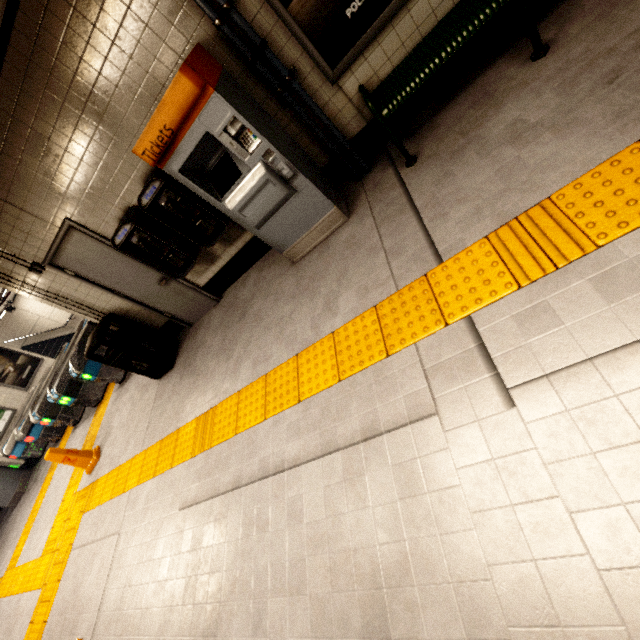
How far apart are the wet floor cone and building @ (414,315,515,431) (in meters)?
6.53

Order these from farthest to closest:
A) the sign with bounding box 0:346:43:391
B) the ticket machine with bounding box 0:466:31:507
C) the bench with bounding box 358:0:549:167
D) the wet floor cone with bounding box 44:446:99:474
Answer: the sign with bounding box 0:346:43:391 < the ticket machine with bounding box 0:466:31:507 < the wet floor cone with bounding box 44:446:99:474 < the bench with bounding box 358:0:549:167

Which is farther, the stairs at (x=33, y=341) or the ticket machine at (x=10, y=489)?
the stairs at (x=33, y=341)

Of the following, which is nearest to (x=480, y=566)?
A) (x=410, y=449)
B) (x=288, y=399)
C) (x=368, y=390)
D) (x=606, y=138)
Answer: (x=410, y=449)

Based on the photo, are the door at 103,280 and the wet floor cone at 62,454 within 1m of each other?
no

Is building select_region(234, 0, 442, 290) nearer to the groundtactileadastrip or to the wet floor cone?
the groundtactileadastrip

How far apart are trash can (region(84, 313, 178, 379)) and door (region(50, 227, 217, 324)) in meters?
0.4

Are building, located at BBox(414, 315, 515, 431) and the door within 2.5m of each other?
no
